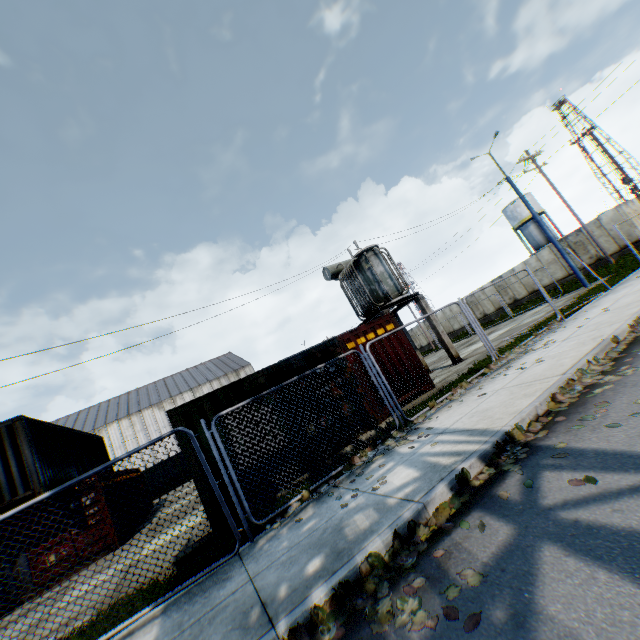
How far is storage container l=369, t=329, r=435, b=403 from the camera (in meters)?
10.54

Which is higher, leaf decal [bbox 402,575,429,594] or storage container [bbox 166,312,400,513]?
storage container [bbox 166,312,400,513]

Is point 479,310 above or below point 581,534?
above

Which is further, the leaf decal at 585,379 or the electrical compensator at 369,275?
the electrical compensator at 369,275

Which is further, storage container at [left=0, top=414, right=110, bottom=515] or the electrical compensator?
the electrical compensator

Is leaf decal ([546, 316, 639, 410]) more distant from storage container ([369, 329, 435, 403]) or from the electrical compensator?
the electrical compensator

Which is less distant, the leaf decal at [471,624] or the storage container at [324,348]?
the leaf decal at [471,624]

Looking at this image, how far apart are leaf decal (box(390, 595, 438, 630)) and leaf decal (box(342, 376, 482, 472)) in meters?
1.7
